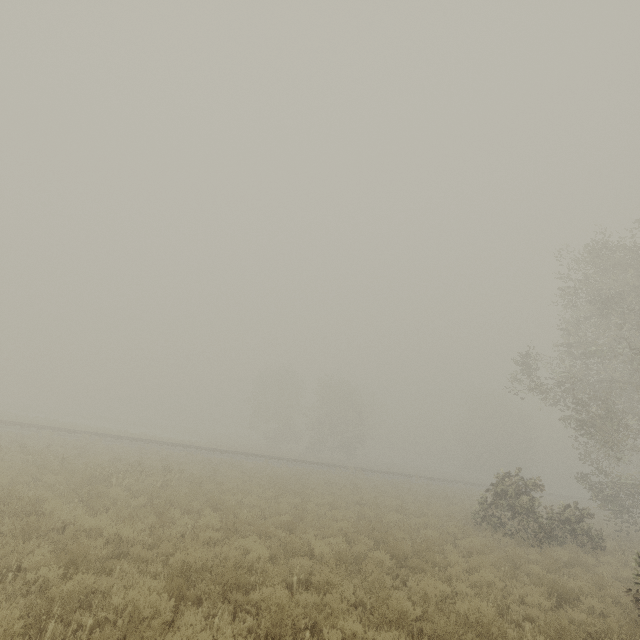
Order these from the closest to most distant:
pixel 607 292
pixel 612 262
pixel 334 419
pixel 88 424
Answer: pixel 607 292 < pixel 612 262 < pixel 334 419 < pixel 88 424
